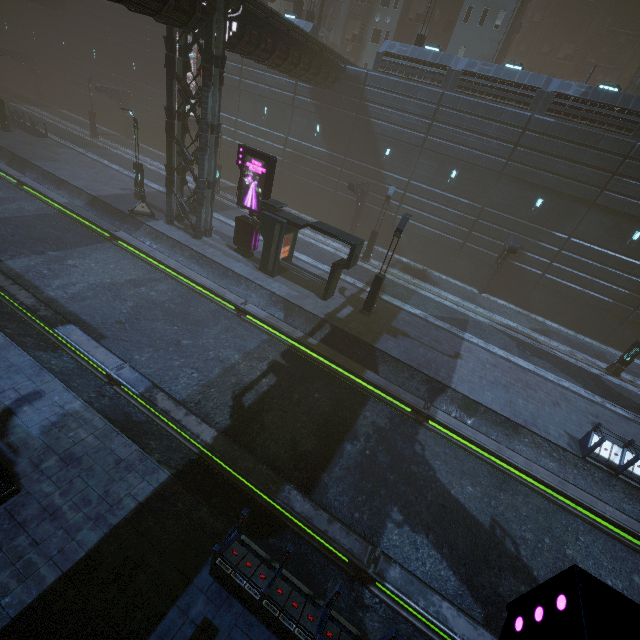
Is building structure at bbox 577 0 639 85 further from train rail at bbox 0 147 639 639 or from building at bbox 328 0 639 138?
train rail at bbox 0 147 639 639

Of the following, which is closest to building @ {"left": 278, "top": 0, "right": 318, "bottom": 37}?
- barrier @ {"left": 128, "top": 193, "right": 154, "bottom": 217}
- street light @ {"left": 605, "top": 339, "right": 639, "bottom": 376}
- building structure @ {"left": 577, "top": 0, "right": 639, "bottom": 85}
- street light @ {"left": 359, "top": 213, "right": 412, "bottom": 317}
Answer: building structure @ {"left": 577, "top": 0, "right": 639, "bottom": 85}

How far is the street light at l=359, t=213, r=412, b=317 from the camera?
15.44m

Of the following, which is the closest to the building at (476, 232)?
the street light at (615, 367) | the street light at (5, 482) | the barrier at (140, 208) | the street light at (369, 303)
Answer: the barrier at (140, 208)

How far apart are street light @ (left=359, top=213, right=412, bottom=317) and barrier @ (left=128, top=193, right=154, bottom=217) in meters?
15.1 m

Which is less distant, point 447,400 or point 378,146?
point 447,400

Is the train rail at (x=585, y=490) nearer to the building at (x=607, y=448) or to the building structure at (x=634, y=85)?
the building at (x=607, y=448)

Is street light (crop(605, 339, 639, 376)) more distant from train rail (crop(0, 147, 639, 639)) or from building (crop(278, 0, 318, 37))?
train rail (crop(0, 147, 639, 639))
